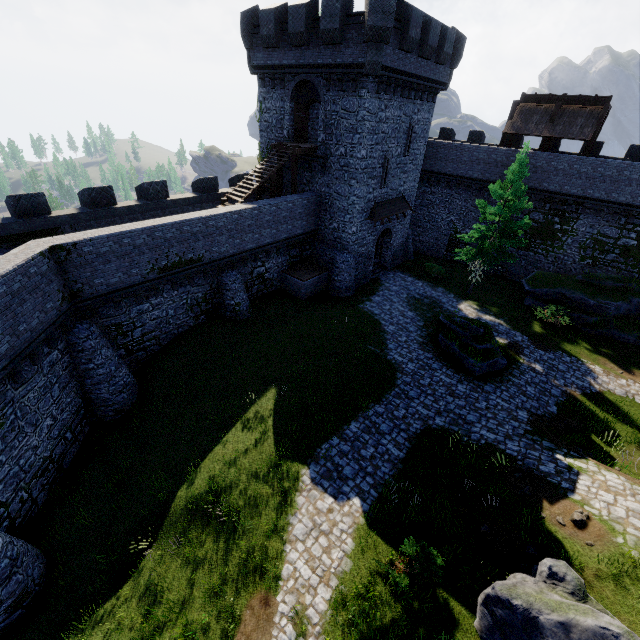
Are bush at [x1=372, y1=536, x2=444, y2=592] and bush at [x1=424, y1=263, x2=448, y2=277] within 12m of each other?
no

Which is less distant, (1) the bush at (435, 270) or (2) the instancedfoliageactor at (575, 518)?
(2) the instancedfoliageactor at (575, 518)

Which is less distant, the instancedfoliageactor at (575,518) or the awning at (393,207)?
the instancedfoliageactor at (575,518)

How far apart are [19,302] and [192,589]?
11.2m

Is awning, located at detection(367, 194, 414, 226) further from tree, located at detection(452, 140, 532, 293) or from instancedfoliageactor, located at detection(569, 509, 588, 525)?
instancedfoliageactor, located at detection(569, 509, 588, 525)

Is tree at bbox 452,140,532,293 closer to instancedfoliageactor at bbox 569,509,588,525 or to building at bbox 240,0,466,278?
building at bbox 240,0,466,278

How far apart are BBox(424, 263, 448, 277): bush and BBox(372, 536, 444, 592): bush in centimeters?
2177cm

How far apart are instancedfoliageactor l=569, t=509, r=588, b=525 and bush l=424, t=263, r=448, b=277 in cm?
2055
